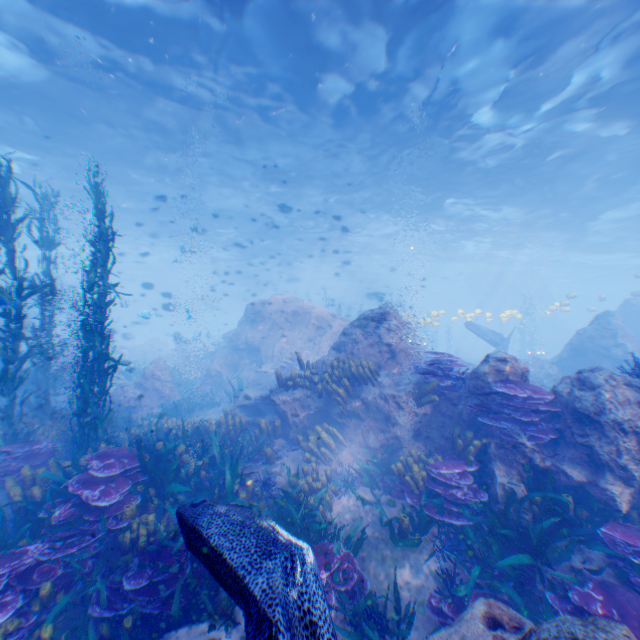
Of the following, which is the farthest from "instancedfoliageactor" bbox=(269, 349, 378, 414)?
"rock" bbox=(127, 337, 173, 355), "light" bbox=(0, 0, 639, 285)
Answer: "rock" bbox=(127, 337, 173, 355)

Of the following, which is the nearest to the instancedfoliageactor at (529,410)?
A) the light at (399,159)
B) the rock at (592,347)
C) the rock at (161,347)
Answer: the rock at (592,347)

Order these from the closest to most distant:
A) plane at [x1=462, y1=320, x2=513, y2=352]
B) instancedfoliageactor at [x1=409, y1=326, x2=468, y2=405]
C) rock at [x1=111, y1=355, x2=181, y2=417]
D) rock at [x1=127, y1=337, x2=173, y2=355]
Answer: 1. instancedfoliageactor at [x1=409, y1=326, x2=468, y2=405]
2. rock at [x1=111, y1=355, x2=181, y2=417]
3. plane at [x1=462, y1=320, x2=513, y2=352]
4. rock at [x1=127, y1=337, x2=173, y2=355]

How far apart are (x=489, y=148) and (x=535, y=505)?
15.9m

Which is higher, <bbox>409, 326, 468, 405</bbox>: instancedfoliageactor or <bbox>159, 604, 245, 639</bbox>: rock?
<bbox>409, 326, 468, 405</bbox>: instancedfoliageactor

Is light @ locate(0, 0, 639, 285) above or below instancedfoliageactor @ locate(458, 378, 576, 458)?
above

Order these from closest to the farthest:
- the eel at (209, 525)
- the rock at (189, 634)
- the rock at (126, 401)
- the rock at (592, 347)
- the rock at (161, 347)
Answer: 1. the eel at (209, 525)
2. the rock at (189, 634)
3. the rock at (592, 347)
4. the rock at (126, 401)
5. the rock at (161, 347)
